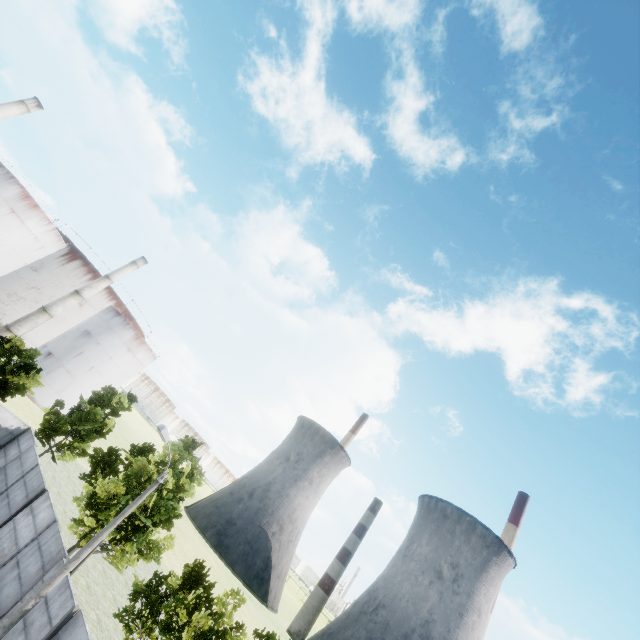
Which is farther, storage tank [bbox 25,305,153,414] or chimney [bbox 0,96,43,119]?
storage tank [bbox 25,305,153,414]

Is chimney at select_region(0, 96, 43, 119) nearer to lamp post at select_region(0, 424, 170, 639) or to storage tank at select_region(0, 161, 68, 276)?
storage tank at select_region(0, 161, 68, 276)

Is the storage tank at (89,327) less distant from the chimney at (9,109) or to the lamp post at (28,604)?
the chimney at (9,109)

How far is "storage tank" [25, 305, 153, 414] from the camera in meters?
49.9

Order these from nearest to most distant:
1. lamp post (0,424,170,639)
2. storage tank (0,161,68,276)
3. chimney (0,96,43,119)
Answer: lamp post (0,424,170,639) → chimney (0,96,43,119) → storage tank (0,161,68,276)

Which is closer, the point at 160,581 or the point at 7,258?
the point at 160,581

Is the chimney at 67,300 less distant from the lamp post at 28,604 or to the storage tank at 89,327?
the storage tank at 89,327

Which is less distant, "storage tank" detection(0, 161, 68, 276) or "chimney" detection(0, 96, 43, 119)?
"chimney" detection(0, 96, 43, 119)
